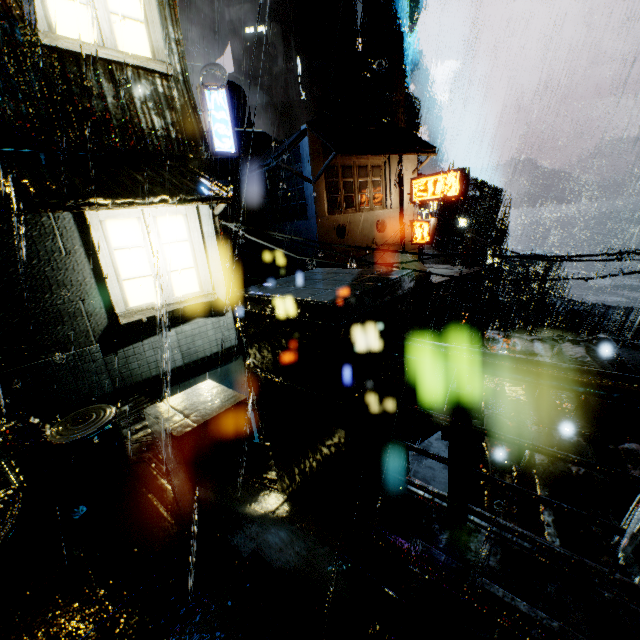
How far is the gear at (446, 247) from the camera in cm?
3497

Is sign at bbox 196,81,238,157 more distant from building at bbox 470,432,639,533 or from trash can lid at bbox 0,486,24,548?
trash can lid at bbox 0,486,24,548

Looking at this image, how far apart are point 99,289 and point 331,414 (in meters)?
6.73

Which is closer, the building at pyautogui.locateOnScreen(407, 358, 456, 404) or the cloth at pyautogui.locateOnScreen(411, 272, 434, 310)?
the cloth at pyautogui.locateOnScreen(411, 272, 434, 310)

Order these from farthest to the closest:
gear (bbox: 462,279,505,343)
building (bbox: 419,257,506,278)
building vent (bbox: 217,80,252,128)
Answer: gear (bbox: 462,279,505,343), building vent (bbox: 217,80,252,128), building (bbox: 419,257,506,278)

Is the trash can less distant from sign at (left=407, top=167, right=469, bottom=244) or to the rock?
sign at (left=407, top=167, right=469, bottom=244)

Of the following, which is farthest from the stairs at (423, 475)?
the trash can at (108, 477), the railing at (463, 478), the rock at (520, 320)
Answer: the rock at (520, 320)

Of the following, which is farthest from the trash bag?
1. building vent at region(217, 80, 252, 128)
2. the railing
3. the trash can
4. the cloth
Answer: building vent at region(217, 80, 252, 128)
